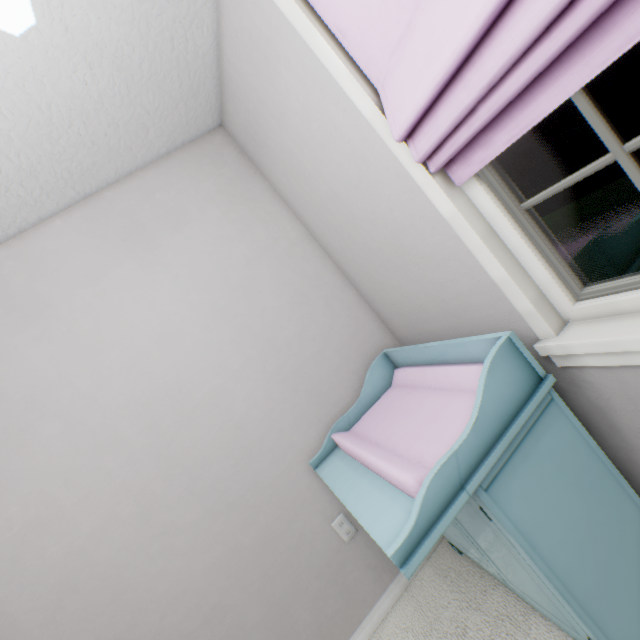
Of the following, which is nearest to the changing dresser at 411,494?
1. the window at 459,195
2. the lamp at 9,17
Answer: the window at 459,195

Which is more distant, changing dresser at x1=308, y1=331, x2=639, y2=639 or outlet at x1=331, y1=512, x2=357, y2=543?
outlet at x1=331, y1=512, x2=357, y2=543

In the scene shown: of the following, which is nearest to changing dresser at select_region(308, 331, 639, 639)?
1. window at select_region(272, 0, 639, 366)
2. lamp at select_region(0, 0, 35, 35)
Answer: window at select_region(272, 0, 639, 366)

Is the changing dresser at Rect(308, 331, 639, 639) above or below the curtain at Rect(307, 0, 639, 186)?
below

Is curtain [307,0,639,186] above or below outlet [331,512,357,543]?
above

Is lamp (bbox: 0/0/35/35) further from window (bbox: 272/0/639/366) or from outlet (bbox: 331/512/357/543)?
outlet (bbox: 331/512/357/543)

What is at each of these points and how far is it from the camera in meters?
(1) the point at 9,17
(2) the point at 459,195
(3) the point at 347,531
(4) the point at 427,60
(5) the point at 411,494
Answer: (1) lamp, 0.4
(2) window, 1.0
(3) outlet, 1.6
(4) curtain, 0.8
(5) changing dresser, 0.9

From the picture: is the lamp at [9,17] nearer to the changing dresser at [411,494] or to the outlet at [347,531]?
the changing dresser at [411,494]
